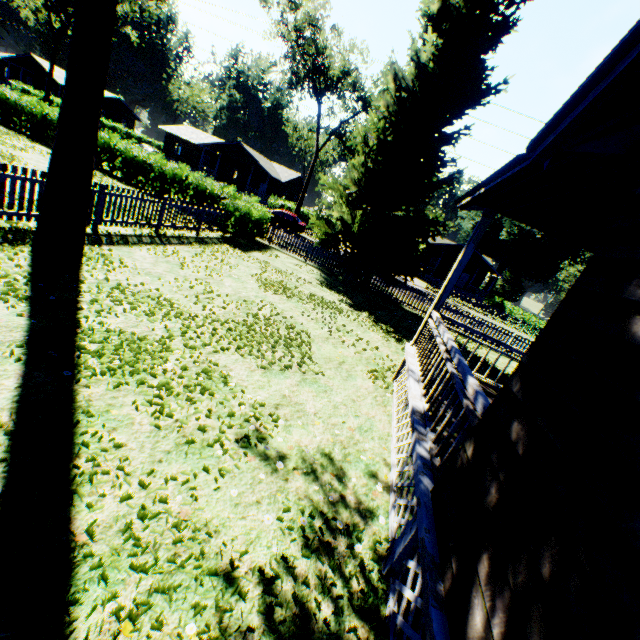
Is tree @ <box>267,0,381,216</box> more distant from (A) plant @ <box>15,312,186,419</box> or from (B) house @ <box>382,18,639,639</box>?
(B) house @ <box>382,18,639,639</box>

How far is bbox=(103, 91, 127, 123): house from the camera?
56.81m

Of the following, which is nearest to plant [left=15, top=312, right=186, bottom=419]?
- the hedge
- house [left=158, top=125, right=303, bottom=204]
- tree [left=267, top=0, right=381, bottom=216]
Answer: tree [left=267, top=0, right=381, bottom=216]

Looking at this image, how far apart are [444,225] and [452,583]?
16.81m

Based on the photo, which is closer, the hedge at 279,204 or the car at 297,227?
the car at 297,227

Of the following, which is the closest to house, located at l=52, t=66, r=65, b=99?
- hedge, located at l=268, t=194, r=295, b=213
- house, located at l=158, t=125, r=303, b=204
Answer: house, located at l=158, t=125, r=303, b=204

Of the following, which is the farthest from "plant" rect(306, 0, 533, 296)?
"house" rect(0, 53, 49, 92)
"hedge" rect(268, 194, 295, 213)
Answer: "hedge" rect(268, 194, 295, 213)

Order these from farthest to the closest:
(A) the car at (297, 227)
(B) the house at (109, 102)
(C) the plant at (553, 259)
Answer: (B) the house at (109, 102), (C) the plant at (553, 259), (A) the car at (297, 227)
